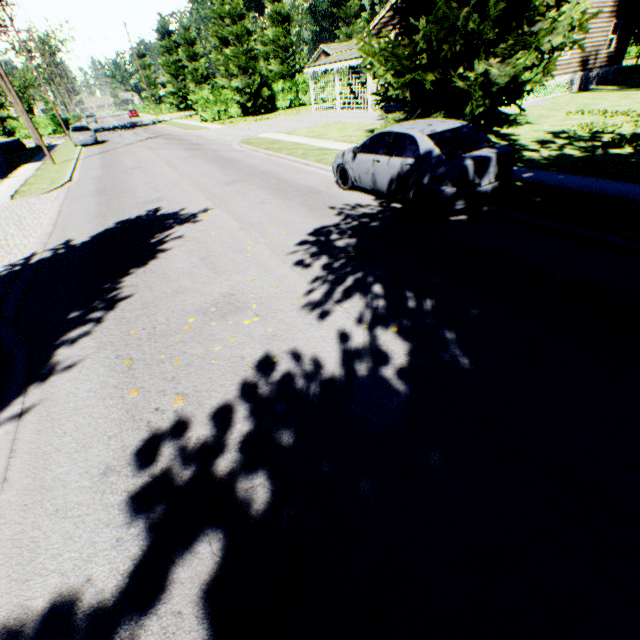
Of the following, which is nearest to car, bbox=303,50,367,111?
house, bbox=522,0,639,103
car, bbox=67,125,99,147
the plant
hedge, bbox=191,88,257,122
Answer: house, bbox=522,0,639,103

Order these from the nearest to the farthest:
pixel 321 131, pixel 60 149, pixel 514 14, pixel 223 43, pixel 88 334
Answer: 1. pixel 88 334
2. pixel 514 14
3. pixel 321 131
4. pixel 60 149
5. pixel 223 43

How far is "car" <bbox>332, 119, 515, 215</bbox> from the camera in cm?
625

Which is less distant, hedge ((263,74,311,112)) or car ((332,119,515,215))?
car ((332,119,515,215))

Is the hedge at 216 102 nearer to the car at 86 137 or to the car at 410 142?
the car at 86 137

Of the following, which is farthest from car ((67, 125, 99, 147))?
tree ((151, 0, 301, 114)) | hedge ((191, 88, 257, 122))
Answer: tree ((151, 0, 301, 114))

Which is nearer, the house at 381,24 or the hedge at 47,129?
the house at 381,24

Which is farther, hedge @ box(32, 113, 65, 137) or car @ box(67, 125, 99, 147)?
hedge @ box(32, 113, 65, 137)
